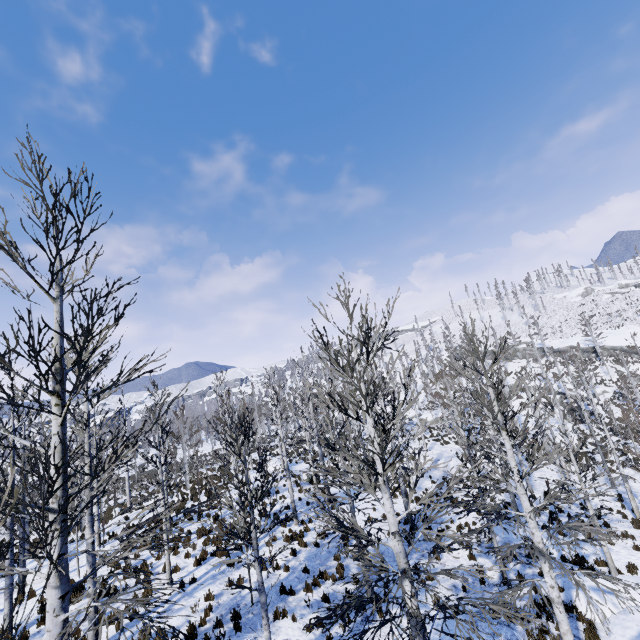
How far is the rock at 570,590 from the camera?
11.6m

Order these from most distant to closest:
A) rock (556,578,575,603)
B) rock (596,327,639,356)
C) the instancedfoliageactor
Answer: rock (596,327,639,356)
rock (556,578,575,603)
the instancedfoliageactor

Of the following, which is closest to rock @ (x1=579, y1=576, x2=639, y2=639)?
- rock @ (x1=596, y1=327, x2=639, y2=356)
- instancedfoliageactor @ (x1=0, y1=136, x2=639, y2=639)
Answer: instancedfoliageactor @ (x1=0, y1=136, x2=639, y2=639)

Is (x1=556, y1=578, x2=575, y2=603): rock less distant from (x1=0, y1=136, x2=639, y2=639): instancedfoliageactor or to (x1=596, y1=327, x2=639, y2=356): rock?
(x1=0, y1=136, x2=639, y2=639): instancedfoliageactor

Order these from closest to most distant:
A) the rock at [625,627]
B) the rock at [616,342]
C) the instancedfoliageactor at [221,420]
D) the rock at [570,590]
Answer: the instancedfoliageactor at [221,420], the rock at [625,627], the rock at [570,590], the rock at [616,342]

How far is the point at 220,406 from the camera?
35.3 meters

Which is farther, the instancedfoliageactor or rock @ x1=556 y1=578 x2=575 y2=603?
rock @ x1=556 y1=578 x2=575 y2=603
